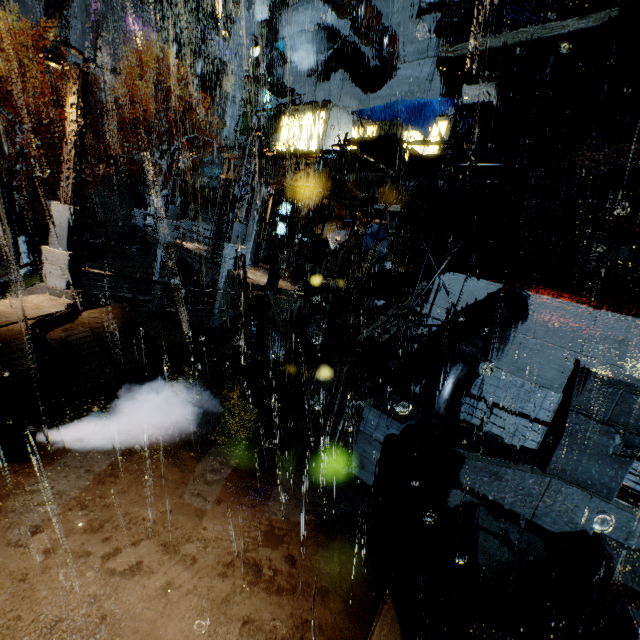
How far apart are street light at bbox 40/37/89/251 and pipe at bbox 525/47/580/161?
11.53m

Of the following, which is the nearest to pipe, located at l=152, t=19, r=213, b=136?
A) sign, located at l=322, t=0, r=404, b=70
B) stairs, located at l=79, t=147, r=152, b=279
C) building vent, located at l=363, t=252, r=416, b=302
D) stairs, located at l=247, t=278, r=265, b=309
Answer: stairs, located at l=79, t=147, r=152, b=279

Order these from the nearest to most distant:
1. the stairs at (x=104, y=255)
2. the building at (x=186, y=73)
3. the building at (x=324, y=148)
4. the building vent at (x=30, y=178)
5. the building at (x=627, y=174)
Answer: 1. the building at (x=627, y=174)
2. the building at (x=324, y=148)
3. the stairs at (x=104, y=255)
4. the building vent at (x=30, y=178)
5. the building at (x=186, y=73)

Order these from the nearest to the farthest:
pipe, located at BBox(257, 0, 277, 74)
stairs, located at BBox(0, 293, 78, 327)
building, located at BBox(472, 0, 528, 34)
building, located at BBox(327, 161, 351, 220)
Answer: stairs, located at BBox(0, 293, 78, 327) → building, located at BBox(472, 0, 528, 34) → building, located at BBox(327, 161, 351, 220) → pipe, located at BBox(257, 0, 277, 74)

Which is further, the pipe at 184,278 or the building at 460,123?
the pipe at 184,278

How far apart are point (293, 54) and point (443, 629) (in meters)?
34.67

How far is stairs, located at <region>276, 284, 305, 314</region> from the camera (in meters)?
16.89

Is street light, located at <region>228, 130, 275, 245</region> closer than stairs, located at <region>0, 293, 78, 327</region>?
No
